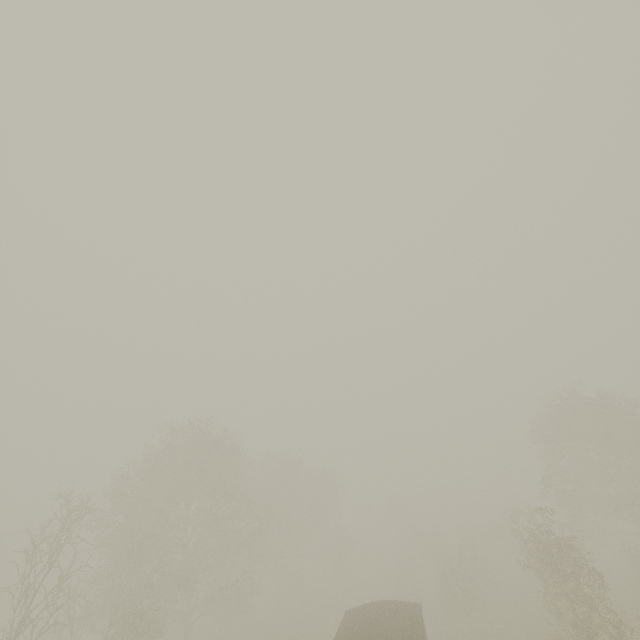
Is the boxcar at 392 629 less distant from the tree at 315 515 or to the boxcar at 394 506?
the tree at 315 515

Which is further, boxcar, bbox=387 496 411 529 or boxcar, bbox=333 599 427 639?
boxcar, bbox=387 496 411 529

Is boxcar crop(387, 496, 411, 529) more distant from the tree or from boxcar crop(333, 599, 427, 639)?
boxcar crop(333, 599, 427, 639)

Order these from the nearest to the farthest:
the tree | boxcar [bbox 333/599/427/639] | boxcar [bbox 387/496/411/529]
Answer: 1. boxcar [bbox 333/599/427/639]
2. the tree
3. boxcar [bbox 387/496/411/529]

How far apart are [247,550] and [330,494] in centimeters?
1882cm

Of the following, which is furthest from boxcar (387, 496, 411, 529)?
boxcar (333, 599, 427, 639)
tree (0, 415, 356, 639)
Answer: boxcar (333, 599, 427, 639)

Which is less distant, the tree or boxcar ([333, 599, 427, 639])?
boxcar ([333, 599, 427, 639])
